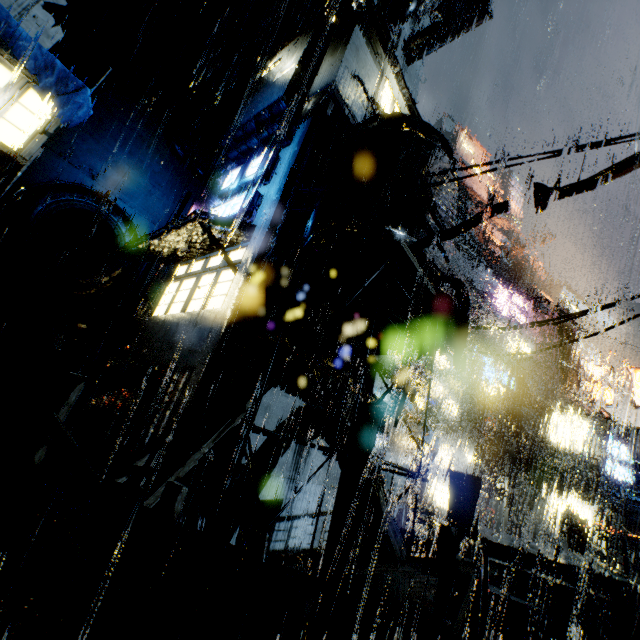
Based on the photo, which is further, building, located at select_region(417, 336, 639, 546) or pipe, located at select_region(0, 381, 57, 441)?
building, located at select_region(417, 336, 639, 546)

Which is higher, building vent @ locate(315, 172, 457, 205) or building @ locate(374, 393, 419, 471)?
building vent @ locate(315, 172, 457, 205)

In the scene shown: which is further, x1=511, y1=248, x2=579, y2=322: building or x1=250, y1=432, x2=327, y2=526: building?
x1=511, y1=248, x2=579, y2=322: building

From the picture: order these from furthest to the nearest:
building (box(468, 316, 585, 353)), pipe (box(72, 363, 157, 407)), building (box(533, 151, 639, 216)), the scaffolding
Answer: building (box(468, 316, 585, 353)), pipe (box(72, 363, 157, 407)), building (box(533, 151, 639, 216)), the scaffolding

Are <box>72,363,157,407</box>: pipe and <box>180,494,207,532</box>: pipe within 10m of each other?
yes

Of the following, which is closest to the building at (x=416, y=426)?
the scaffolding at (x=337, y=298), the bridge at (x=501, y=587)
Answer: the bridge at (x=501, y=587)

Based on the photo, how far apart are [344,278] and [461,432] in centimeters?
2660cm

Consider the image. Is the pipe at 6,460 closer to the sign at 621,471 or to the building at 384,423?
the building at 384,423
